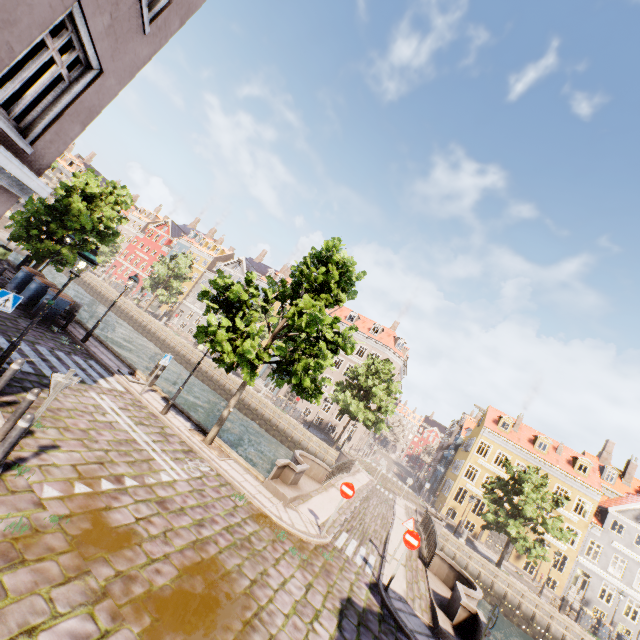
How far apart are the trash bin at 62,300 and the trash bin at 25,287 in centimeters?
55cm

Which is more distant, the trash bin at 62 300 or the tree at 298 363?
the trash bin at 62 300

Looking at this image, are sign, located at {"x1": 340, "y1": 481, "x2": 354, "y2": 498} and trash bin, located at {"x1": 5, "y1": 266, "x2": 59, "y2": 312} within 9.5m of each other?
no

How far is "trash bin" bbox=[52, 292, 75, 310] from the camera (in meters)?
14.48

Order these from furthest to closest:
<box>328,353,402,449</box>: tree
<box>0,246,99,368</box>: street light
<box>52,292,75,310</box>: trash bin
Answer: <box>328,353,402,449</box>: tree, <box>52,292,75,310</box>: trash bin, <box>0,246,99,368</box>: street light

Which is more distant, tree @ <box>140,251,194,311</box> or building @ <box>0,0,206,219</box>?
tree @ <box>140,251,194,311</box>

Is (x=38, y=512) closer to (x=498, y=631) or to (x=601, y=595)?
(x=498, y=631)

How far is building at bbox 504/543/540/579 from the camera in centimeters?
3183cm
